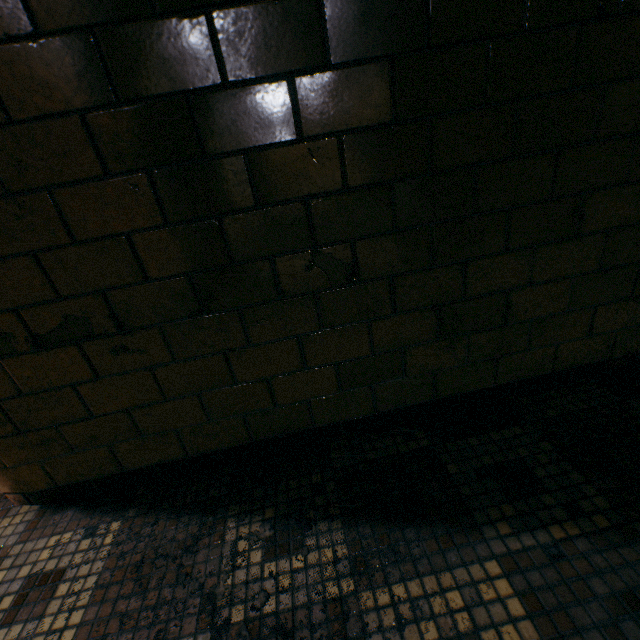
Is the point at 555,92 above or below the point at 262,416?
above
